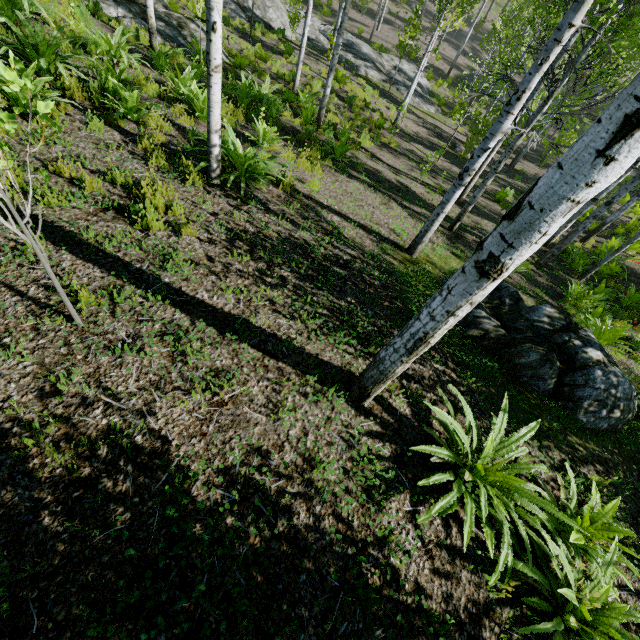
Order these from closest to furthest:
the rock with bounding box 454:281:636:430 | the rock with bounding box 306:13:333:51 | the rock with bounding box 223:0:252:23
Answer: the rock with bounding box 454:281:636:430 → the rock with bounding box 223:0:252:23 → the rock with bounding box 306:13:333:51

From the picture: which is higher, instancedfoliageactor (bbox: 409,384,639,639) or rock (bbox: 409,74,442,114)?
instancedfoliageactor (bbox: 409,384,639,639)

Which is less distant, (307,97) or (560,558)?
(560,558)

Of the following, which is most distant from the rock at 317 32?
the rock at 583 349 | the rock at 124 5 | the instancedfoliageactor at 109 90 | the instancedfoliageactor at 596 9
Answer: the rock at 583 349

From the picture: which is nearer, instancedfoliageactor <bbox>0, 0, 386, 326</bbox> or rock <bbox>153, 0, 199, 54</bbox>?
instancedfoliageactor <bbox>0, 0, 386, 326</bbox>

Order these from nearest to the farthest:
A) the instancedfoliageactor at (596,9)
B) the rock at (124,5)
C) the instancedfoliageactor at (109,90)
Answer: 1. the instancedfoliageactor at (596,9)
2. the instancedfoliageactor at (109,90)
3. the rock at (124,5)

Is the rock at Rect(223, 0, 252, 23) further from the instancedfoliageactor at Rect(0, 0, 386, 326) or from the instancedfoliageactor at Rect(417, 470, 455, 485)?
the instancedfoliageactor at Rect(0, 0, 386, 326)

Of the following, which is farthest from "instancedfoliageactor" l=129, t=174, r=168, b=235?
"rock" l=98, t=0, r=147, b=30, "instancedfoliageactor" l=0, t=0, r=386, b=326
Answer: "instancedfoliageactor" l=0, t=0, r=386, b=326
